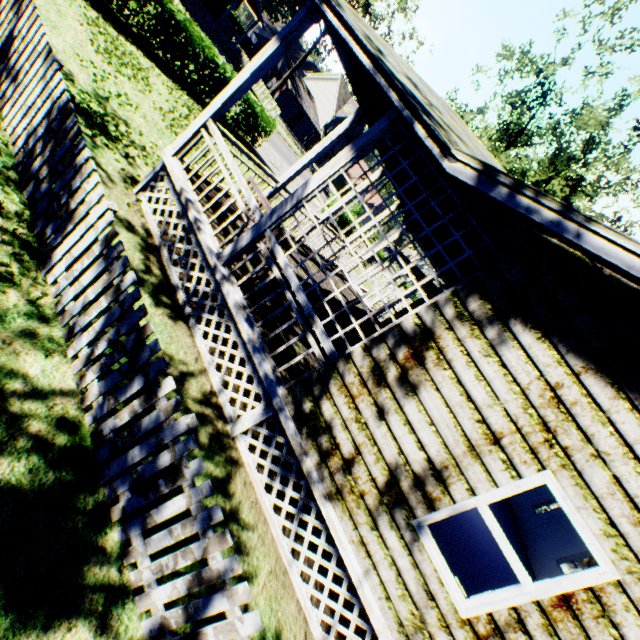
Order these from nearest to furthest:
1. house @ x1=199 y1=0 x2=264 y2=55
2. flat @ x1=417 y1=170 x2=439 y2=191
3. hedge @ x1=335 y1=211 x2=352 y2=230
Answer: flat @ x1=417 y1=170 x2=439 y2=191
hedge @ x1=335 y1=211 x2=352 y2=230
house @ x1=199 y1=0 x2=264 y2=55

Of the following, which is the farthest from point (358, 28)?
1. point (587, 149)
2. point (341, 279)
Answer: point (587, 149)

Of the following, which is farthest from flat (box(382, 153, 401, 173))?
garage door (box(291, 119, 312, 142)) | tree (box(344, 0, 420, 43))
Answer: garage door (box(291, 119, 312, 142))

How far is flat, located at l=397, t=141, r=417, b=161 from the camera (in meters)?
4.84

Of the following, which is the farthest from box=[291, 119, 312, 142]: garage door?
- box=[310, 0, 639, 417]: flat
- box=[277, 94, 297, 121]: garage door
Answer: box=[310, 0, 639, 417]: flat

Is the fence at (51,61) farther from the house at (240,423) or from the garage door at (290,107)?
the garage door at (290,107)

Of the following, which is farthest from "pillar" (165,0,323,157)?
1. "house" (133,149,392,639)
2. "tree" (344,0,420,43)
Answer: "tree" (344,0,420,43)

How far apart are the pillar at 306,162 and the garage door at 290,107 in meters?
46.6
